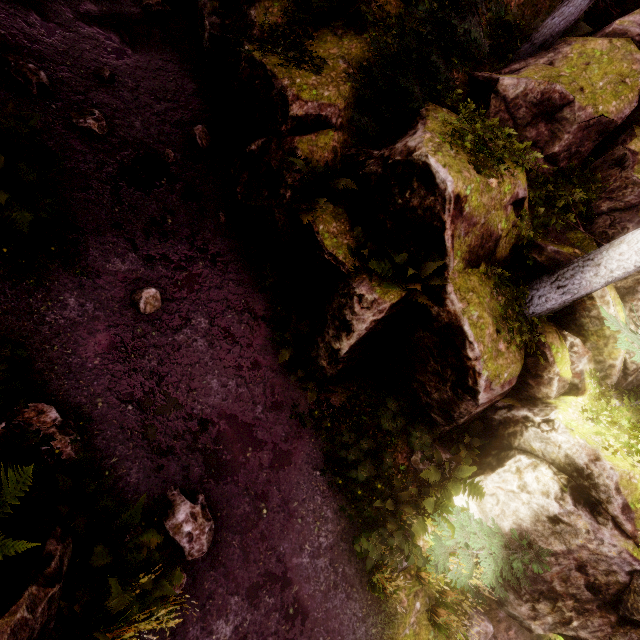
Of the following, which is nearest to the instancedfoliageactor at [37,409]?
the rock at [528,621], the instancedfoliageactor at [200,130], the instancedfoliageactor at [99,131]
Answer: the rock at [528,621]

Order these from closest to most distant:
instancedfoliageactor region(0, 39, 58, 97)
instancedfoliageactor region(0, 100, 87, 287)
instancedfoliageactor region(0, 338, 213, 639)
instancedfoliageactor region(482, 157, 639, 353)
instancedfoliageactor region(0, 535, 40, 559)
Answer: instancedfoliageactor region(0, 535, 40, 559) → instancedfoliageactor region(0, 338, 213, 639) → instancedfoliageactor region(0, 100, 87, 287) → instancedfoliageactor region(482, 157, 639, 353) → instancedfoliageactor region(0, 39, 58, 97)

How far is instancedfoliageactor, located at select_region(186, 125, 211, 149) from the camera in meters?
9.1

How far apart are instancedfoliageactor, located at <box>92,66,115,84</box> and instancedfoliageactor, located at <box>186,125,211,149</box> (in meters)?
2.08

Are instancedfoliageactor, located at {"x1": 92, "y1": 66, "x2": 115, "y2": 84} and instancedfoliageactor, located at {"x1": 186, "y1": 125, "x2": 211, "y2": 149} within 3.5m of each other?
yes

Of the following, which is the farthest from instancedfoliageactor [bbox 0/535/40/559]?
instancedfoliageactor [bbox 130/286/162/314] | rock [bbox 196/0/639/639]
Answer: instancedfoliageactor [bbox 130/286/162/314]

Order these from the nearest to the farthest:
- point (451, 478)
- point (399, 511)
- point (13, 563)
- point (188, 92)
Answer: point (13, 563) → point (399, 511) → point (451, 478) → point (188, 92)

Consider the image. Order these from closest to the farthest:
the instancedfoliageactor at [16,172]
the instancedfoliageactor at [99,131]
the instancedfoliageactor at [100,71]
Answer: the instancedfoliageactor at [16,172] → the instancedfoliageactor at [99,131] → the instancedfoliageactor at [100,71]
